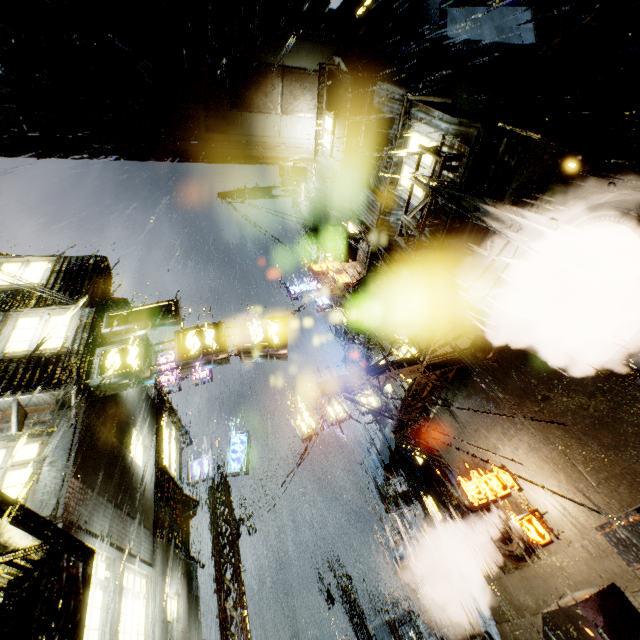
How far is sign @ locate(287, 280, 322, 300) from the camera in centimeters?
2586cm

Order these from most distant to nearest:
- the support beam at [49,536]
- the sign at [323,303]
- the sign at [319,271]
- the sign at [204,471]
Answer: the sign at [323,303] < the sign at [319,271] < the sign at [204,471] < the support beam at [49,536]

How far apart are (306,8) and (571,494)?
20.9m

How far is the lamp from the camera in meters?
6.7

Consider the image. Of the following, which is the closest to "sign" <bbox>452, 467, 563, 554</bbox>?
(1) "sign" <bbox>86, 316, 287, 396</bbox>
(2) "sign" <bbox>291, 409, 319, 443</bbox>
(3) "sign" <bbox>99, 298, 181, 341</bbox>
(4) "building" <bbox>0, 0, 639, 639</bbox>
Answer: (4) "building" <bbox>0, 0, 639, 639</bbox>

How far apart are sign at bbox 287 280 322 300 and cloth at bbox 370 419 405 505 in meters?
13.3

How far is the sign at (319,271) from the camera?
17.6m

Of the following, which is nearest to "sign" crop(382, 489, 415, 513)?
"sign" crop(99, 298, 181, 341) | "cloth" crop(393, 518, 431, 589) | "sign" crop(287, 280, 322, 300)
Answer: "cloth" crop(393, 518, 431, 589)
